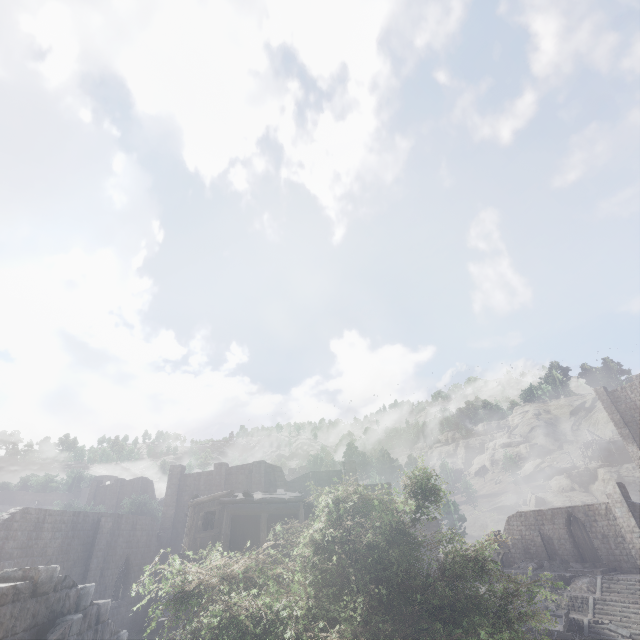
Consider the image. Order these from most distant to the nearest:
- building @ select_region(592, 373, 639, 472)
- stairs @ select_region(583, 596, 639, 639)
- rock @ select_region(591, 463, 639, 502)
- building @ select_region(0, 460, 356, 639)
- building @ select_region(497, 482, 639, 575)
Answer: rock @ select_region(591, 463, 639, 502), building @ select_region(592, 373, 639, 472), building @ select_region(497, 482, 639, 575), stairs @ select_region(583, 596, 639, 639), building @ select_region(0, 460, 356, 639)

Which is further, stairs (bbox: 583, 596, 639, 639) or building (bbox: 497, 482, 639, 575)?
building (bbox: 497, 482, 639, 575)

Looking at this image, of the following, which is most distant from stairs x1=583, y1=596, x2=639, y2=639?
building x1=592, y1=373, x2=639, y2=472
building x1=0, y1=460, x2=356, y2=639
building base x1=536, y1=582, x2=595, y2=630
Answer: building x1=592, y1=373, x2=639, y2=472

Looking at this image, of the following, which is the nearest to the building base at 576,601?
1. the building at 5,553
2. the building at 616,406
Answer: the building at 5,553

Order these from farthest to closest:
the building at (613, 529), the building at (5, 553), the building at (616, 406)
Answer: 1. the building at (616, 406)
2. the building at (613, 529)
3. the building at (5, 553)

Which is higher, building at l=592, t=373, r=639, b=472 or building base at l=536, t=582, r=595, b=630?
building at l=592, t=373, r=639, b=472

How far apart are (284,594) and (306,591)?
0.79m

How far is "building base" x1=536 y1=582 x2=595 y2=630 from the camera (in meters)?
23.11
